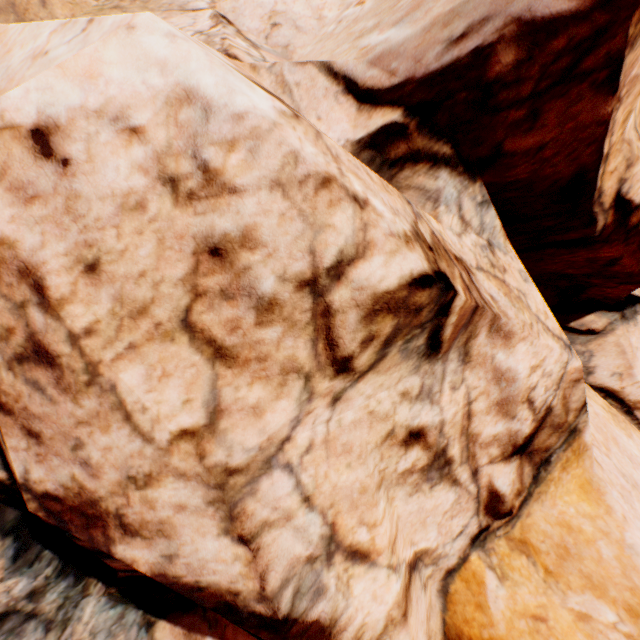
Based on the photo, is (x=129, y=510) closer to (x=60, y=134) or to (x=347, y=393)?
(x=347, y=393)
